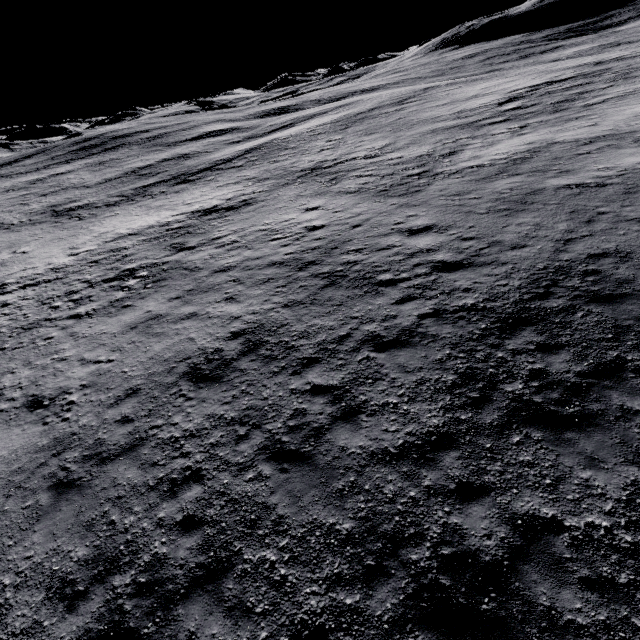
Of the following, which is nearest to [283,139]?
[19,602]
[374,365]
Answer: [374,365]
